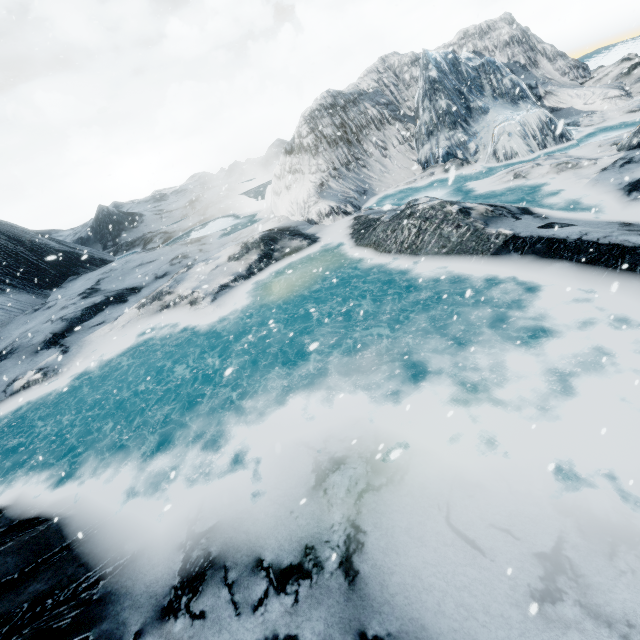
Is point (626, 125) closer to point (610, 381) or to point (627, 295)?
point (627, 295)
